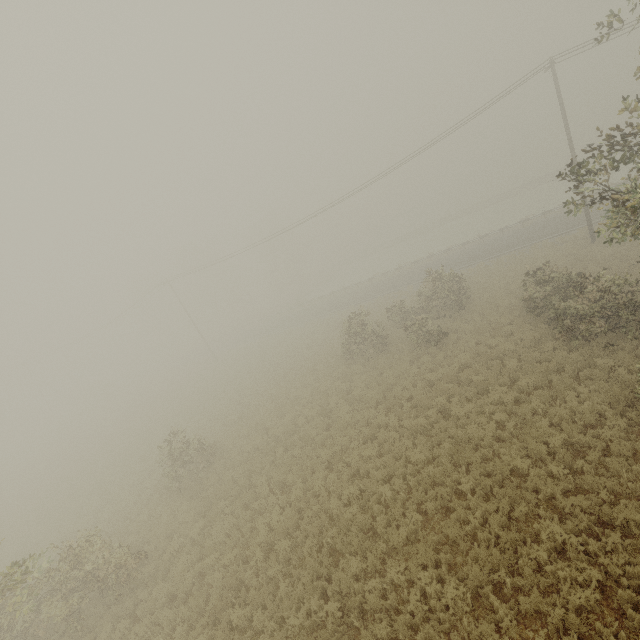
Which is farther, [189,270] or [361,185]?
[189,270]
